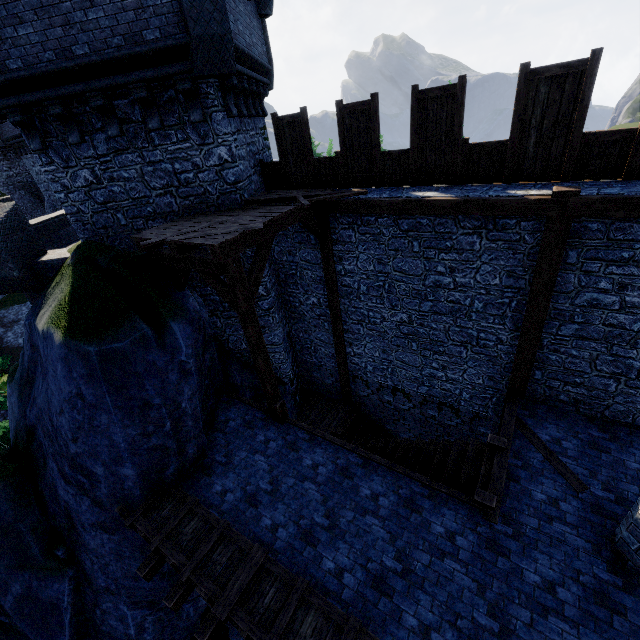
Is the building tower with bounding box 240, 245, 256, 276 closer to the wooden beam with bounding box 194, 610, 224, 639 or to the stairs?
the stairs

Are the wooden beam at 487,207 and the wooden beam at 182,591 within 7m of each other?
no

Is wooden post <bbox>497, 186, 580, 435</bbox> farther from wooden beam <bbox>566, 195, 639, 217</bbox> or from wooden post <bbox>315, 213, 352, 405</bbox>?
wooden post <bbox>315, 213, 352, 405</bbox>

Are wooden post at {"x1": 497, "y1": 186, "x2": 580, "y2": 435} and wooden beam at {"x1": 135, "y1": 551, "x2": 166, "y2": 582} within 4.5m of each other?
no

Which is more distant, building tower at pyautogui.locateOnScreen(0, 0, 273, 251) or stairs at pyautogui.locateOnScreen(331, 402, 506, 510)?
stairs at pyautogui.locateOnScreen(331, 402, 506, 510)

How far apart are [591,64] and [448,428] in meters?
9.1 m

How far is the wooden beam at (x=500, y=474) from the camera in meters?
6.2 m

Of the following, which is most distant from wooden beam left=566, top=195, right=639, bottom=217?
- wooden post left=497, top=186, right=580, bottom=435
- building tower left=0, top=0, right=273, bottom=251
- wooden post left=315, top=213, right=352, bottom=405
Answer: building tower left=0, top=0, right=273, bottom=251
